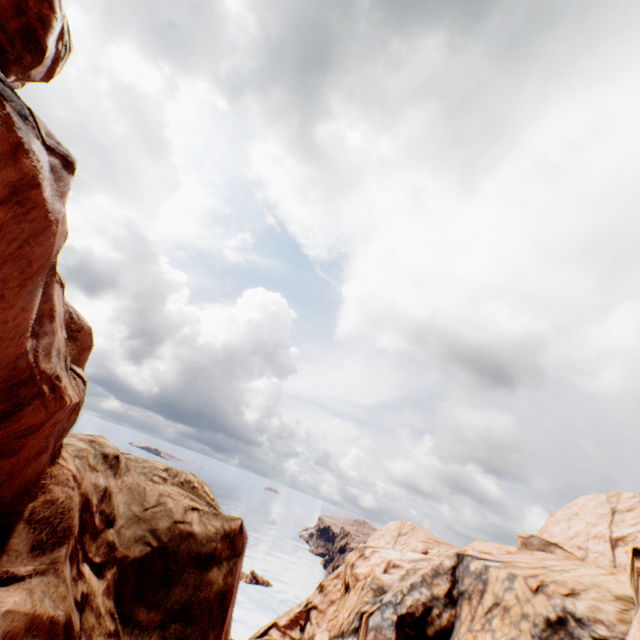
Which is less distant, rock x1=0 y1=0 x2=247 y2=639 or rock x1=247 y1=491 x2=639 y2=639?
rock x1=0 y1=0 x2=247 y2=639

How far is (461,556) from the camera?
21.58m

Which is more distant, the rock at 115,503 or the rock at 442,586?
the rock at 442,586
